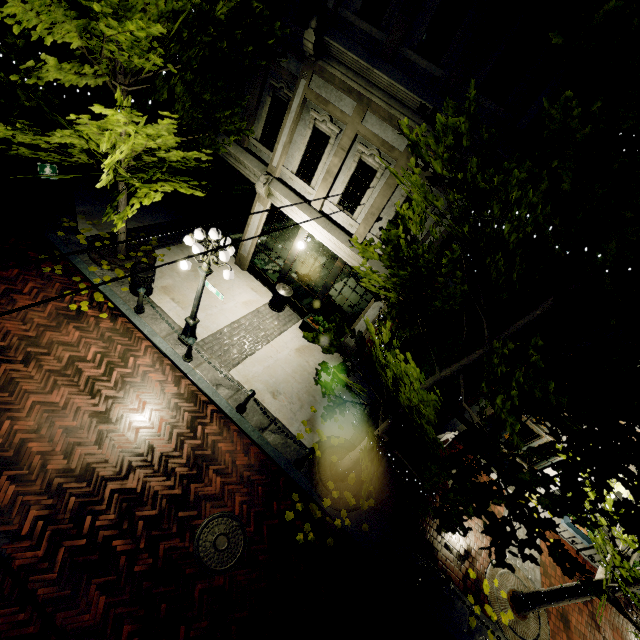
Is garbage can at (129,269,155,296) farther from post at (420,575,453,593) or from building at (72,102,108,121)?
post at (420,575,453,593)

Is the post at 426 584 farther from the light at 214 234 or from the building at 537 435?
the light at 214 234

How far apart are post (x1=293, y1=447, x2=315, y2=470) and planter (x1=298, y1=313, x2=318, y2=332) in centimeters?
379cm

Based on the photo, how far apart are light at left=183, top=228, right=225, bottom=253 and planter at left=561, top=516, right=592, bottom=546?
11.67m

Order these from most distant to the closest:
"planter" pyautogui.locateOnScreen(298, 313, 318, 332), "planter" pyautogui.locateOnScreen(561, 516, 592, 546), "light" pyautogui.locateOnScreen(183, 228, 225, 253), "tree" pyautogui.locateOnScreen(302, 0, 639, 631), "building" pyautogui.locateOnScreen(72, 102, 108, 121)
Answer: "building" pyautogui.locateOnScreen(72, 102, 108, 121)
"planter" pyautogui.locateOnScreen(298, 313, 318, 332)
"planter" pyautogui.locateOnScreen(561, 516, 592, 546)
"light" pyautogui.locateOnScreen(183, 228, 225, 253)
"tree" pyautogui.locateOnScreen(302, 0, 639, 631)

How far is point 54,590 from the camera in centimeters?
503cm

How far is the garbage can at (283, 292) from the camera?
10.75m

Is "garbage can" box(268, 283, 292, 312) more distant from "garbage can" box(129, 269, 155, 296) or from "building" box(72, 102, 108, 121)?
"garbage can" box(129, 269, 155, 296)
